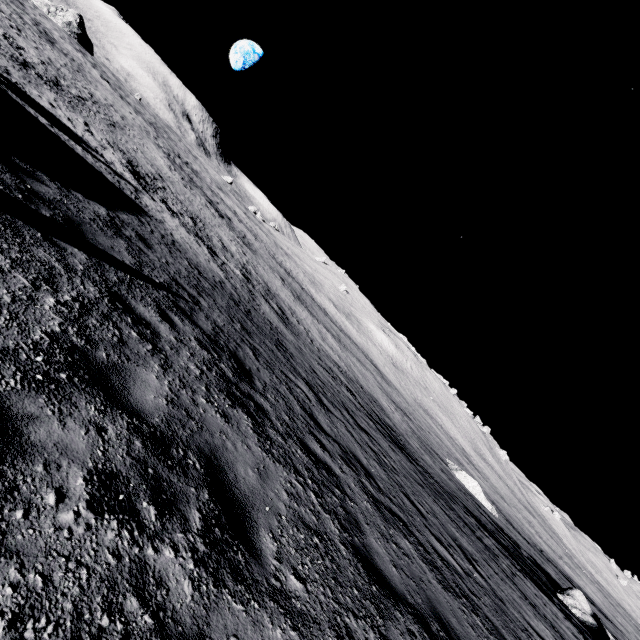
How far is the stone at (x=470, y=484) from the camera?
30.83m

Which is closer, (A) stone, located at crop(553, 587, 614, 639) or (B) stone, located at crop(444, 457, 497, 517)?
(A) stone, located at crop(553, 587, 614, 639)

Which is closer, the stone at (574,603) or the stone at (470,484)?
the stone at (574,603)

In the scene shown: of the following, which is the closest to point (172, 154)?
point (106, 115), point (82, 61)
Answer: point (82, 61)

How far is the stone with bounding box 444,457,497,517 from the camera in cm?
3083

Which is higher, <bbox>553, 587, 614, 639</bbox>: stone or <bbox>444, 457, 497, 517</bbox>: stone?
<bbox>553, 587, 614, 639</bbox>: stone
